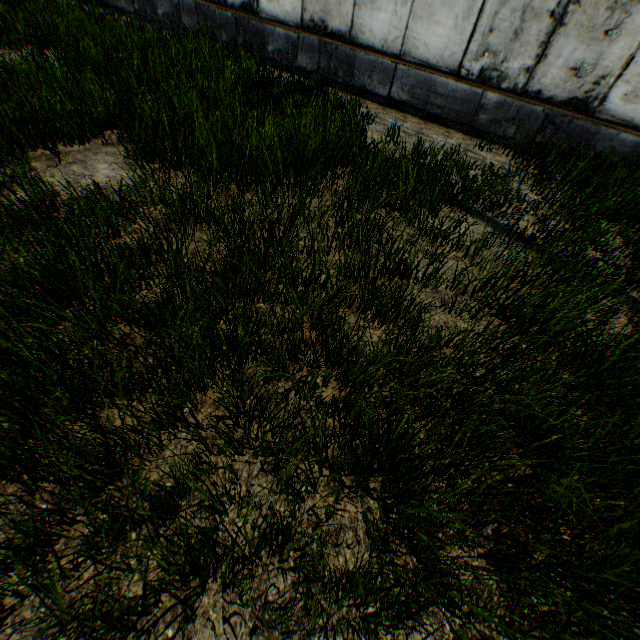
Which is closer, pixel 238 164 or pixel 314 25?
pixel 238 164
